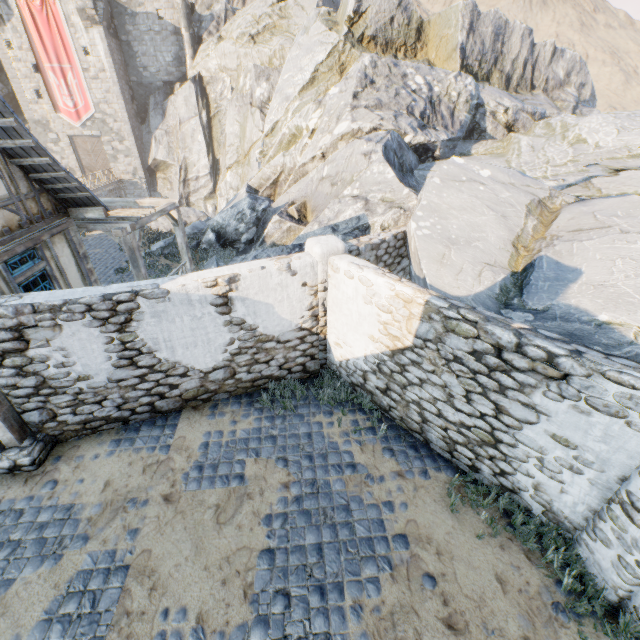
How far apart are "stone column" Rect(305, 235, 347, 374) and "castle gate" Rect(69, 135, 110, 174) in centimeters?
3511cm

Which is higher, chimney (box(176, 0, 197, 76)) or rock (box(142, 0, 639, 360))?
chimney (box(176, 0, 197, 76))

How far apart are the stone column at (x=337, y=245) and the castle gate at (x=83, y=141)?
35.11m

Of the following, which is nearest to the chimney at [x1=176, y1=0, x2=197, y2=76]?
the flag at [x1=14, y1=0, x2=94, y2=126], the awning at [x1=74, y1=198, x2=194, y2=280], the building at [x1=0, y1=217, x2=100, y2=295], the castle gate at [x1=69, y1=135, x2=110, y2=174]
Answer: the flag at [x1=14, y1=0, x2=94, y2=126]

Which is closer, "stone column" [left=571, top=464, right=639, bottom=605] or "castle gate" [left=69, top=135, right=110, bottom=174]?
"stone column" [left=571, top=464, right=639, bottom=605]

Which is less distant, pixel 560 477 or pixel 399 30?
pixel 560 477

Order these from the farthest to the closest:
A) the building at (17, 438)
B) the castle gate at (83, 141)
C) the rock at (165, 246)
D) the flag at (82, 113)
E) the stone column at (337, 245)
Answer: the castle gate at (83, 141), the flag at (82, 113), the rock at (165, 246), the stone column at (337, 245), the building at (17, 438)

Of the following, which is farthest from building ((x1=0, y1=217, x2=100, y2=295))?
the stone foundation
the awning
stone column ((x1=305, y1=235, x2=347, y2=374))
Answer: stone column ((x1=305, y1=235, x2=347, y2=374))
